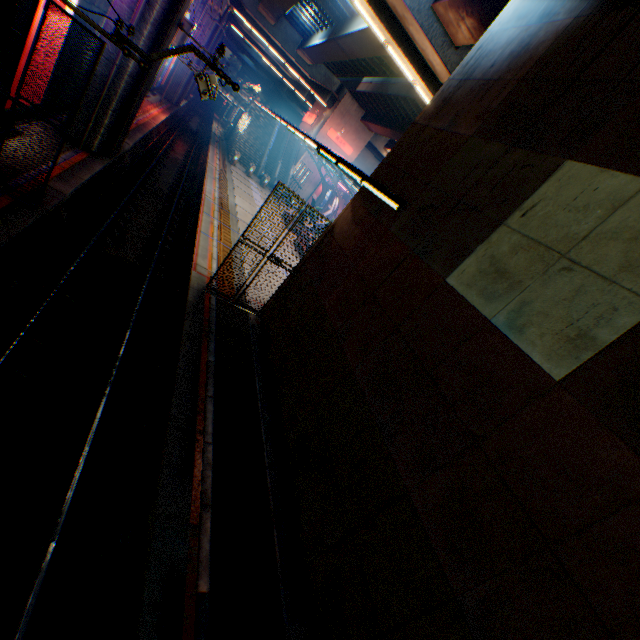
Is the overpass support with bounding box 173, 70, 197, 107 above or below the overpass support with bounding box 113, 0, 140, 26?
below

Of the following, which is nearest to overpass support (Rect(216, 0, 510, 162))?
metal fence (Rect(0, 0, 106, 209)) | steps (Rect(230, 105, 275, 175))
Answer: metal fence (Rect(0, 0, 106, 209))

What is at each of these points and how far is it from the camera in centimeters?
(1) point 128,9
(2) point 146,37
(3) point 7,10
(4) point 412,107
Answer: (1) overpass support, 1209cm
(2) overpass support, 1266cm
(3) overpass support, 390cm
(4) overpass support, 2986cm

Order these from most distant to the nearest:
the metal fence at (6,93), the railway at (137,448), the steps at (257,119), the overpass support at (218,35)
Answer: the steps at (257,119), the overpass support at (218,35), the metal fence at (6,93), the railway at (137,448)

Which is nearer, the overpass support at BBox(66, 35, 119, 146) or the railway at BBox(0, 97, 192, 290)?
the railway at BBox(0, 97, 192, 290)

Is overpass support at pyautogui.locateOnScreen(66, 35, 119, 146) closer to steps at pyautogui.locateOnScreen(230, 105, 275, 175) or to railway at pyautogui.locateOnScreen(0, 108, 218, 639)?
railway at pyautogui.locateOnScreen(0, 108, 218, 639)

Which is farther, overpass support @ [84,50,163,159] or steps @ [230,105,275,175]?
steps @ [230,105,275,175]

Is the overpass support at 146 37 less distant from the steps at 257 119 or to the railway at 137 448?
the railway at 137 448
